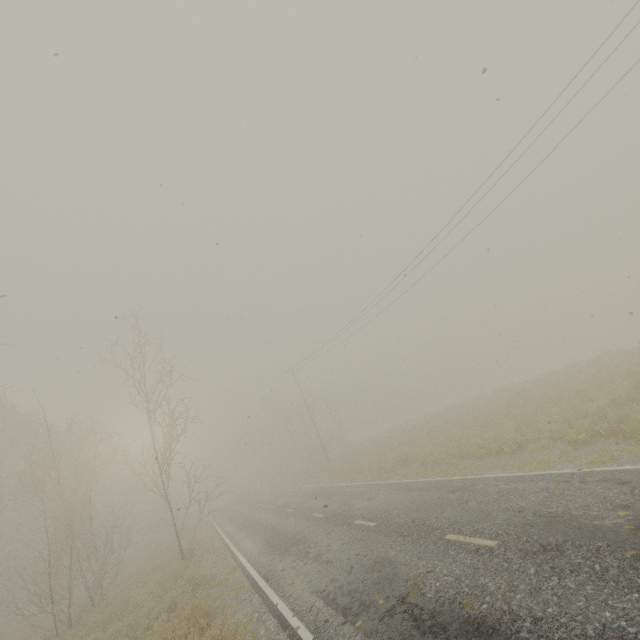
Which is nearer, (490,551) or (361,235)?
(490,551)
